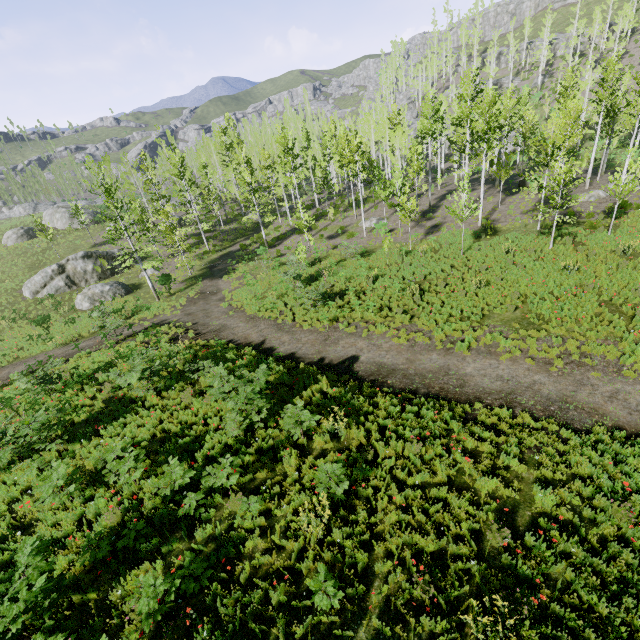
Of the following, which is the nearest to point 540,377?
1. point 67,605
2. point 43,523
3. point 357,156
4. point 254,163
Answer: point 67,605

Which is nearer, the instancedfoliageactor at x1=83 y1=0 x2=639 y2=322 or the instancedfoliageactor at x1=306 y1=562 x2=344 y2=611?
the instancedfoliageactor at x1=306 y1=562 x2=344 y2=611

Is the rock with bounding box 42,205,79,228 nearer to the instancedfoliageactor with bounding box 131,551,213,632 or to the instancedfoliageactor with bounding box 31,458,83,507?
the instancedfoliageactor with bounding box 31,458,83,507

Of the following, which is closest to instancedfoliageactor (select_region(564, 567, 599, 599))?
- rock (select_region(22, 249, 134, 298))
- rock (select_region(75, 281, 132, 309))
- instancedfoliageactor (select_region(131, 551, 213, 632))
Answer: rock (select_region(22, 249, 134, 298))

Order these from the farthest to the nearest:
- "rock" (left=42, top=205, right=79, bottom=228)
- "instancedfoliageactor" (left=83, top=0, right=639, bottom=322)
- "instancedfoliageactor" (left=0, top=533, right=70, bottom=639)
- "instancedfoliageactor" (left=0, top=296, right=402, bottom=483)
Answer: "rock" (left=42, top=205, right=79, bottom=228)
"instancedfoliageactor" (left=83, top=0, right=639, bottom=322)
"instancedfoliageactor" (left=0, top=296, right=402, bottom=483)
"instancedfoliageactor" (left=0, top=533, right=70, bottom=639)

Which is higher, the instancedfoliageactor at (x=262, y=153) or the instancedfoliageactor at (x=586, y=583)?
the instancedfoliageactor at (x=262, y=153)

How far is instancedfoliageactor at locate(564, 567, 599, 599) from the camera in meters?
5.3

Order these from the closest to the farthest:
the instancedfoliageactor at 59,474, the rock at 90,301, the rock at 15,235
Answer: the instancedfoliageactor at 59,474, the rock at 90,301, the rock at 15,235
